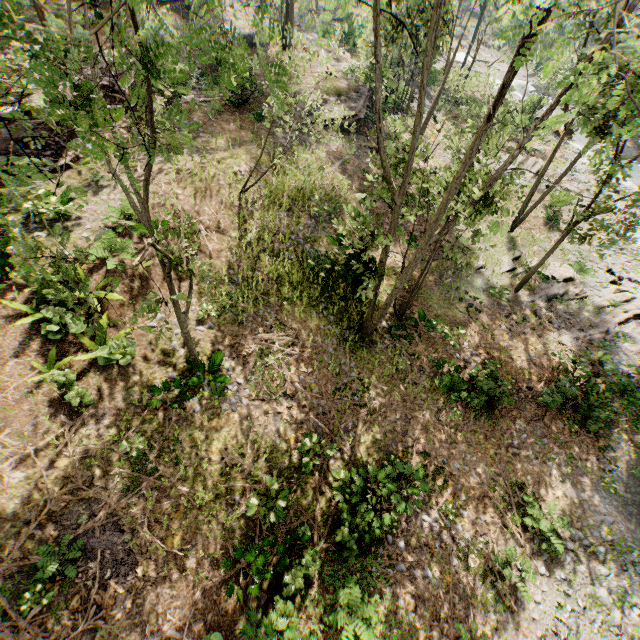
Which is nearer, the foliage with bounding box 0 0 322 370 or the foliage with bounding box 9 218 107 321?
the foliage with bounding box 0 0 322 370

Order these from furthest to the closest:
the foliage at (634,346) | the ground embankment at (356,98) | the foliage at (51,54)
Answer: the ground embankment at (356,98), the foliage at (634,346), the foliage at (51,54)

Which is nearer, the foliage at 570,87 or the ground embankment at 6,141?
the foliage at 570,87

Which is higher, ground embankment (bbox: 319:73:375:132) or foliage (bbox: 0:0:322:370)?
foliage (bbox: 0:0:322:370)

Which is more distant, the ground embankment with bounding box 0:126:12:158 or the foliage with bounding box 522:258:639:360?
the foliage with bounding box 522:258:639:360

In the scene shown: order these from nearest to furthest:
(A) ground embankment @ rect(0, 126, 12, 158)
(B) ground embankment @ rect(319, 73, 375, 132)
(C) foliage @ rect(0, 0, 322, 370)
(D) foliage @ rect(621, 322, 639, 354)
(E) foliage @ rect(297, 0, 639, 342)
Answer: (C) foliage @ rect(0, 0, 322, 370)
(E) foliage @ rect(297, 0, 639, 342)
(A) ground embankment @ rect(0, 126, 12, 158)
(D) foliage @ rect(621, 322, 639, 354)
(B) ground embankment @ rect(319, 73, 375, 132)

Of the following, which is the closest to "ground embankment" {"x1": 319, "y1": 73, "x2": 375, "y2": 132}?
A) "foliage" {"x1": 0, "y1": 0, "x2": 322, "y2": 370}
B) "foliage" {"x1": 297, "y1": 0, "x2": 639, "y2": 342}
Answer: "foliage" {"x1": 297, "y1": 0, "x2": 639, "y2": 342}

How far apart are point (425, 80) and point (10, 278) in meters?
13.6
